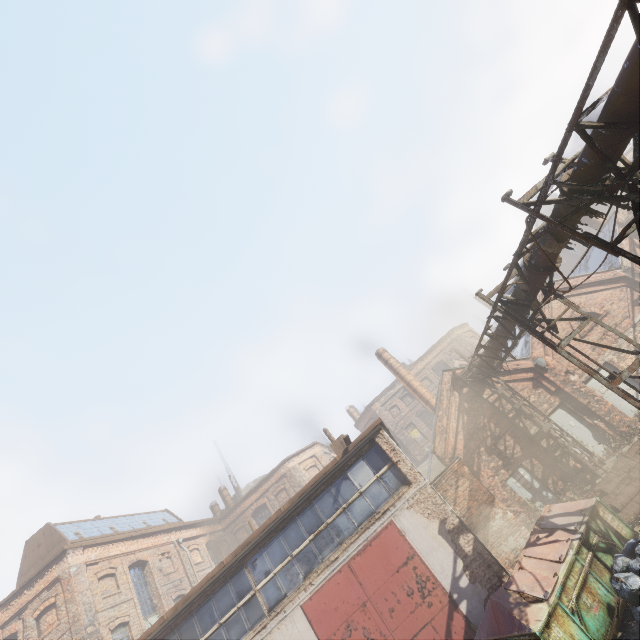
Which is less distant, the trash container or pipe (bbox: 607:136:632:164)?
pipe (bbox: 607:136:632:164)

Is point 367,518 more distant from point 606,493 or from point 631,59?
point 631,59

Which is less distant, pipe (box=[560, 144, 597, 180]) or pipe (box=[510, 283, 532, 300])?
pipe (box=[560, 144, 597, 180])

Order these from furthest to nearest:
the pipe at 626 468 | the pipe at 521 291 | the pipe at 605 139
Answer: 1. the pipe at 626 468
2. the pipe at 521 291
3. the pipe at 605 139

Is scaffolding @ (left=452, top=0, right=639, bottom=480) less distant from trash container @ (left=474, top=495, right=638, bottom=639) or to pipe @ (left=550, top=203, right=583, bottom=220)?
pipe @ (left=550, top=203, right=583, bottom=220)

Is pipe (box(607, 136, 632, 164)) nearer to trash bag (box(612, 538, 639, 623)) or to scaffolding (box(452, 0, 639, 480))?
scaffolding (box(452, 0, 639, 480))

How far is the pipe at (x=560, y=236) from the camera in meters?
6.6 m
